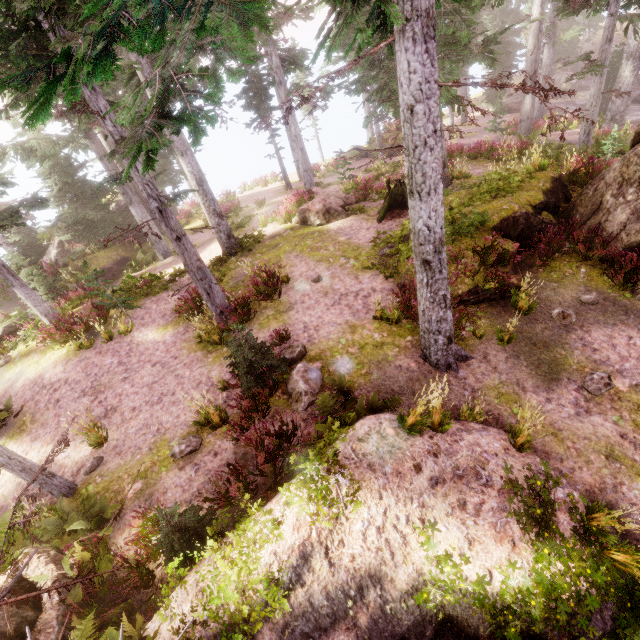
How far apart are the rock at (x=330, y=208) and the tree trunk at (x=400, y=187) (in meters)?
1.60

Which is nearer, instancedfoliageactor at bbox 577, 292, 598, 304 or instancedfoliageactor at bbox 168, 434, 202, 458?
instancedfoliageactor at bbox 168, 434, 202, 458

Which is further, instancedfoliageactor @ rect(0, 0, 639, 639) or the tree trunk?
the tree trunk

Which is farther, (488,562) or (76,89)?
(488,562)

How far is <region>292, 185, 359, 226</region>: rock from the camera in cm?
1519

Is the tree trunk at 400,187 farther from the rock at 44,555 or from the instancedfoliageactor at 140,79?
the rock at 44,555

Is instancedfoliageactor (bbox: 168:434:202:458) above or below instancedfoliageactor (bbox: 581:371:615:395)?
above

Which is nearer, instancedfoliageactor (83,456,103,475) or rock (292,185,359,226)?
instancedfoliageactor (83,456,103,475)
